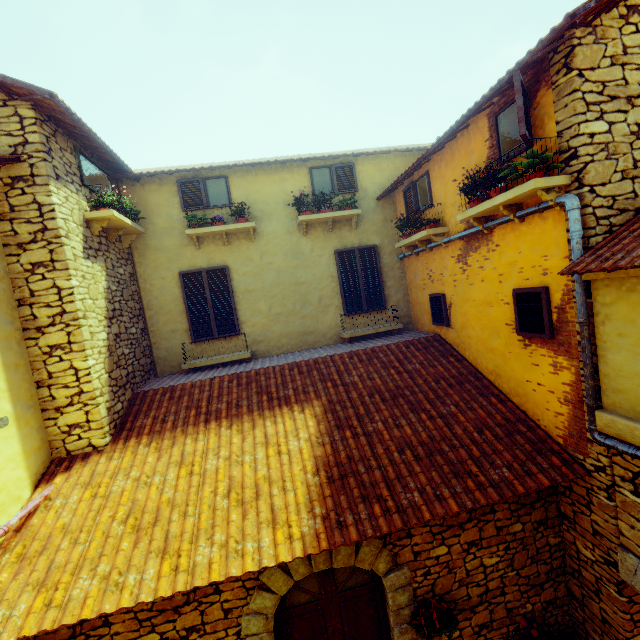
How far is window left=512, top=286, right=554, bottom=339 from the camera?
4.2m

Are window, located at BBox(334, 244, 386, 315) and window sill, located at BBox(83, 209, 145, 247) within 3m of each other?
no

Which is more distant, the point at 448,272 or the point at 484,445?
the point at 448,272

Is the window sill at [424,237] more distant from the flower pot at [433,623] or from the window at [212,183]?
the flower pot at [433,623]

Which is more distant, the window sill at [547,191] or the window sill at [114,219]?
the window sill at [114,219]

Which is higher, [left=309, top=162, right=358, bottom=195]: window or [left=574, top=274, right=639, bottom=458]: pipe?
[left=309, top=162, right=358, bottom=195]: window

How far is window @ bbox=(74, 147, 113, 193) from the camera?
5.6 meters

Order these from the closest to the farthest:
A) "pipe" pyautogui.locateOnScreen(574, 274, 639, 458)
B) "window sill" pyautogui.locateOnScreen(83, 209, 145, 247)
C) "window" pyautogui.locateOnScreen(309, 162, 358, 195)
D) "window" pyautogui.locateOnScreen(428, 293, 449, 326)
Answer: "pipe" pyautogui.locateOnScreen(574, 274, 639, 458)
"window sill" pyautogui.locateOnScreen(83, 209, 145, 247)
"window" pyautogui.locateOnScreen(428, 293, 449, 326)
"window" pyautogui.locateOnScreen(309, 162, 358, 195)
